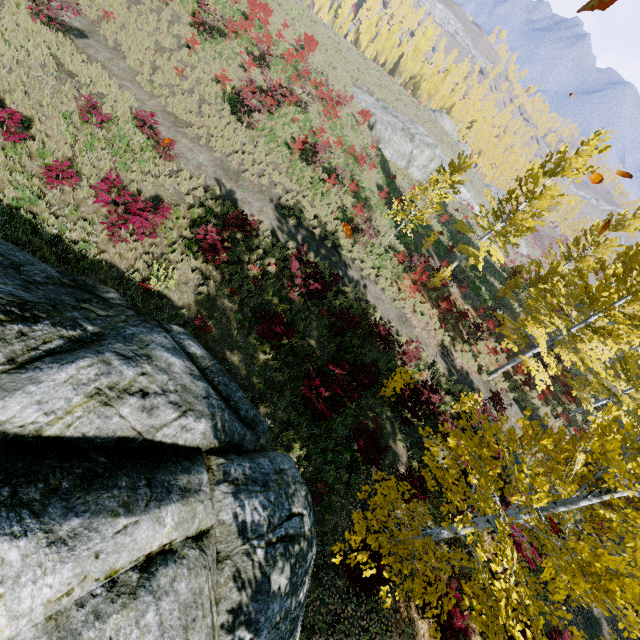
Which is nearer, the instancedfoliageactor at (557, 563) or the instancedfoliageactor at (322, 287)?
the instancedfoliageactor at (557, 563)

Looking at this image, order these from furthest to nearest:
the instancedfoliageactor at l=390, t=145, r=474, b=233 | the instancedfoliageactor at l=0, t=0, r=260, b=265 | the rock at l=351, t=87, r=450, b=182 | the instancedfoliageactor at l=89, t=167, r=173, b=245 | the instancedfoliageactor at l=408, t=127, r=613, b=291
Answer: the rock at l=351, t=87, r=450, b=182, the instancedfoliageactor at l=408, t=127, r=613, b=291, the instancedfoliageactor at l=390, t=145, r=474, b=233, the instancedfoliageactor at l=0, t=0, r=260, b=265, the instancedfoliageactor at l=89, t=167, r=173, b=245

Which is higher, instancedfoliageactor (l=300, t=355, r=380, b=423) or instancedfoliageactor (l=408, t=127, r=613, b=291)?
instancedfoliageactor (l=408, t=127, r=613, b=291)

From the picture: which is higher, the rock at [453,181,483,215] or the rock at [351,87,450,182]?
the rock at [351,87,450,182]

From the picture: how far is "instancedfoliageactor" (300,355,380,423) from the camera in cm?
856

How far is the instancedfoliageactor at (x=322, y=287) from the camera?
10.92m

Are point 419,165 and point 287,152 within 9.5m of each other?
no
